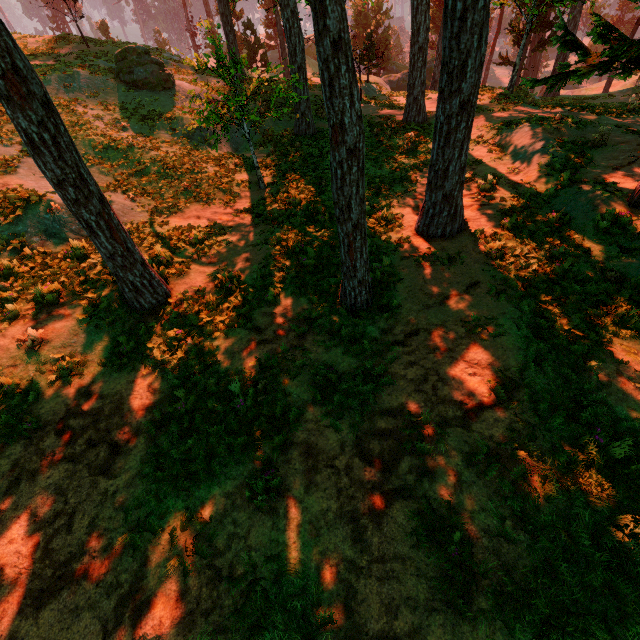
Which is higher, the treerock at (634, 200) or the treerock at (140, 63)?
the treerock at (140, 63)

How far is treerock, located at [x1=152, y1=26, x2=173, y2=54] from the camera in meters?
27.2 m

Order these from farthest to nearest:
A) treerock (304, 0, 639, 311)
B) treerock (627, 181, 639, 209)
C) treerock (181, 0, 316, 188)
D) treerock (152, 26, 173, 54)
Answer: treerock (152, 26, 173, 54) < treerock (181, 0, 316, 188) < treerock (627, 181, 639, 209) < treerock (304, 0, 639, 311)

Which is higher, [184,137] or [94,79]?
[94,79]

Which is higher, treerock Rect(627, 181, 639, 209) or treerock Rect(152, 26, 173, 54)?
treerock Rect(152, 26, 173, 54)

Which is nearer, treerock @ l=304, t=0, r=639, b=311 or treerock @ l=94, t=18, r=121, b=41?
treerock @ l=304, t=0, r=639, b=311

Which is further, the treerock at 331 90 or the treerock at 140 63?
the treerock at 140 63
